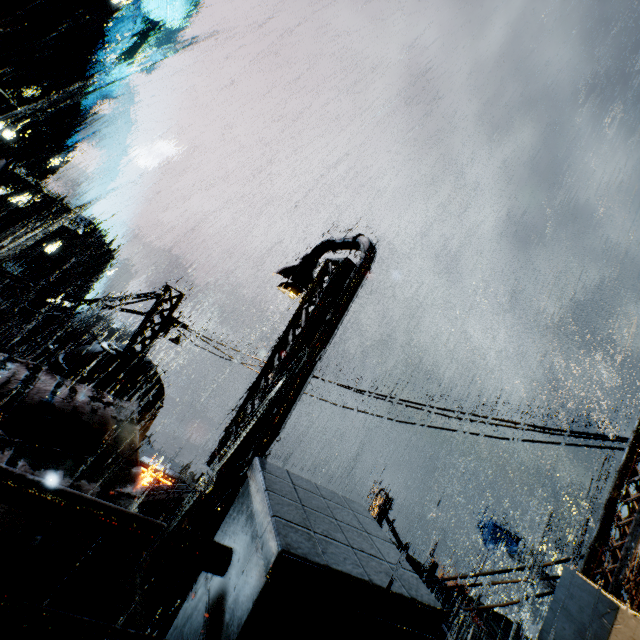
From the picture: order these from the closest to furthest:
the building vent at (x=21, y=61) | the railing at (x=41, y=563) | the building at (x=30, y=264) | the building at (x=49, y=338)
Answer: the railing at (x=41, y=563)
the building vent at (x=21, y=61)
the building at (x=30, y=264)
the building at (x=49, y=338)

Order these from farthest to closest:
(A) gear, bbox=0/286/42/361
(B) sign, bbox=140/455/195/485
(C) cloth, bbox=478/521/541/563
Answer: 1. (A) gear, bbox=0/286/42/361
2. (C) cloth, bbox=478/521/541/563
3. (B) sign, bbox=140/455/195/485

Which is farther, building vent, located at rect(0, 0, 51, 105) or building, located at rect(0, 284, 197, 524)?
building vent, located at rect(0, 0, 51, 105)

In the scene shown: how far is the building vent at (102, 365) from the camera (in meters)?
11.38

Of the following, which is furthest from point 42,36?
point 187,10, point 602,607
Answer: point 602,607

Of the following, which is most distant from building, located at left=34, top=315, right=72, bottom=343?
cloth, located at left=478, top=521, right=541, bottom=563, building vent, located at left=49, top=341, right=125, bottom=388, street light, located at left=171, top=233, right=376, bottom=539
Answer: cloth, located at left=478, top=521, right=541, bottom=563

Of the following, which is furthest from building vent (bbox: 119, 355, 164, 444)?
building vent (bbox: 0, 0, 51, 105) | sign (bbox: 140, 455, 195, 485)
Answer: building vent (bbox: 0, 0, 51, 105)

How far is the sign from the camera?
15.3 meters
